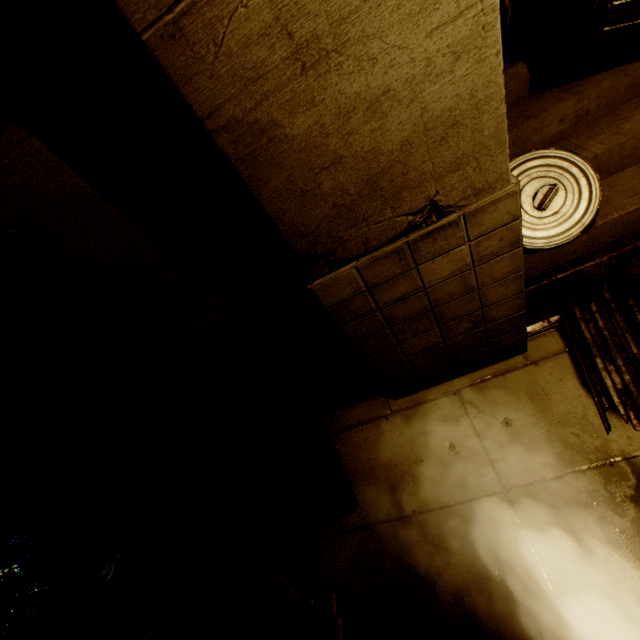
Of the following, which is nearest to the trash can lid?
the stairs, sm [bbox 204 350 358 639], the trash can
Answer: the stairs

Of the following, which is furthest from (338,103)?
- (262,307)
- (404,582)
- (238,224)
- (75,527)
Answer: (75,527)

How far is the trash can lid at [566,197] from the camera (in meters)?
2.91

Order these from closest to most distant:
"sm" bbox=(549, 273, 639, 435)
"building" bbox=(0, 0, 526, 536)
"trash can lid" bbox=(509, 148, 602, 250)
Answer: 1. "building" bbox=(0, 0, 526, 536)
2. "sm" bbox=(549, 273, 639, 435)
3. "trash can lid" bbox=(509, 148, 602, 250)

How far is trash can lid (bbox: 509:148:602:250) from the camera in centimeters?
291cm

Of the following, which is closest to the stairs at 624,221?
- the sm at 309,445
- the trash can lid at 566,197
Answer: the trash can lid at 566,197

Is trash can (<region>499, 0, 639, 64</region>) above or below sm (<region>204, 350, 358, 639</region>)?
above

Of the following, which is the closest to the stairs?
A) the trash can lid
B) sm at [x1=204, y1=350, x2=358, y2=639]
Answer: the trash can lid
